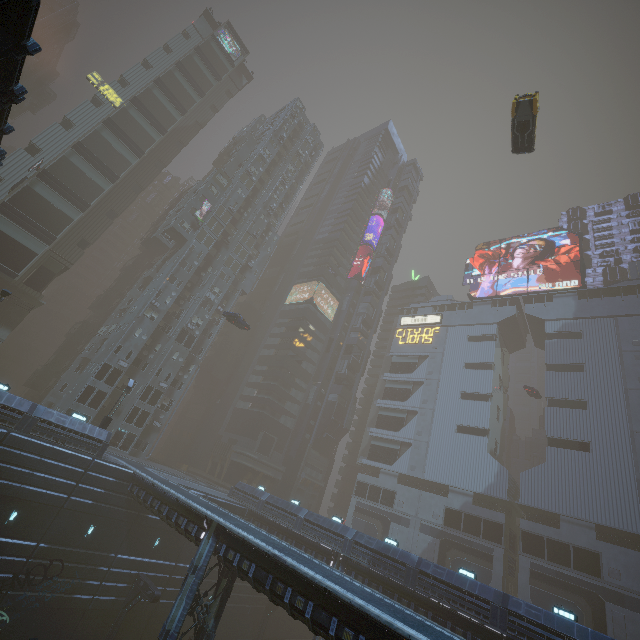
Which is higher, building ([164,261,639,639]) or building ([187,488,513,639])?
building ([164,261,639,639])

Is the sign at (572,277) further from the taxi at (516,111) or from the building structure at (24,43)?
the building structure at (24,43)

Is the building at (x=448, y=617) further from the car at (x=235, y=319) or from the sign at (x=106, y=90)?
the car at (x=235, y=319)

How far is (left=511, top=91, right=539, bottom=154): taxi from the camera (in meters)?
22.91

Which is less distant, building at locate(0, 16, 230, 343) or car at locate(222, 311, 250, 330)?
building at locate(0, 16, 230, 343)

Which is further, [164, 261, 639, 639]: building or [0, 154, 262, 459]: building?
[0, 154, 262, 459]: building

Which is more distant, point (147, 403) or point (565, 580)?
point (147, 403)

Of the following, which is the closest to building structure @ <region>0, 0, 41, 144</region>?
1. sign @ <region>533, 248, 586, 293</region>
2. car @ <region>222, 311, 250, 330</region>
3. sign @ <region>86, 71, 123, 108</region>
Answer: car @ <region>222, 311, 250, 330</region>
